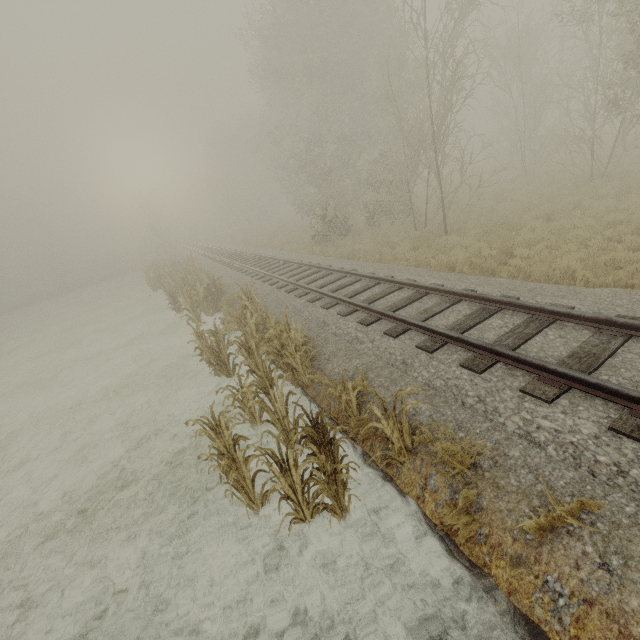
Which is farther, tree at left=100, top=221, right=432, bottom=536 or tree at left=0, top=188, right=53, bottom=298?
tree at left=0, top=188, right=53, bottom=298

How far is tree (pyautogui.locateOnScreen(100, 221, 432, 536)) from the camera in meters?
4.1

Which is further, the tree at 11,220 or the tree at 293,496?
the tree at 11,220

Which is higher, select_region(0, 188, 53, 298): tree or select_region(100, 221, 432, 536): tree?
select_region(0, 188, 53, 298): tree

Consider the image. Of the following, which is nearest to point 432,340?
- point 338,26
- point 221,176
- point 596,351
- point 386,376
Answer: point 386,376

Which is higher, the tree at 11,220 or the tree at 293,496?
the tree at 11,220
